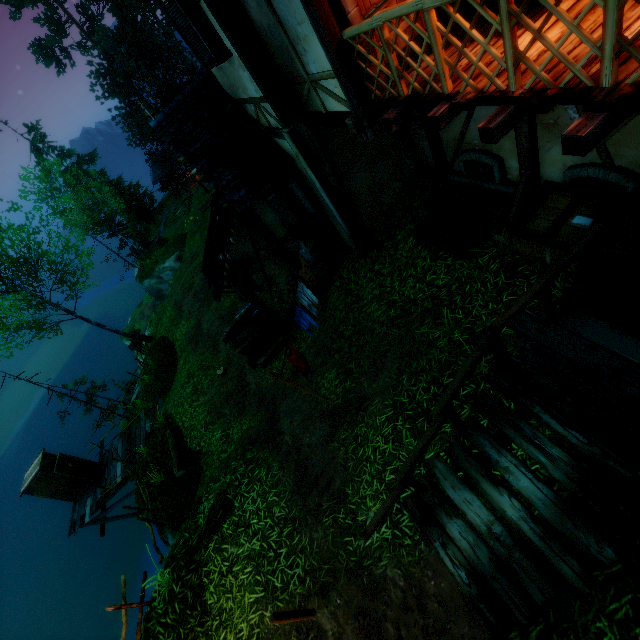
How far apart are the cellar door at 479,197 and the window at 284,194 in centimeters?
306cm

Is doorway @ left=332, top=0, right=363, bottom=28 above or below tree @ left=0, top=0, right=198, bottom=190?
below

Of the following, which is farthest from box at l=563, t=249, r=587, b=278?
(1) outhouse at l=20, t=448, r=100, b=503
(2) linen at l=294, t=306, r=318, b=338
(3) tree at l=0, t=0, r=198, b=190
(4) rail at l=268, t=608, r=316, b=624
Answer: (3) tree at l=0, t=0, r=198, b=190

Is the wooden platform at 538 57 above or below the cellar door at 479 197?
above

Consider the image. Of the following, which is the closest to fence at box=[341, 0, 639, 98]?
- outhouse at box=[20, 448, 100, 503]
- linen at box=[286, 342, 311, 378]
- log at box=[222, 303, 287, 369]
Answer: linen at box=[286, 342, 311, 378]

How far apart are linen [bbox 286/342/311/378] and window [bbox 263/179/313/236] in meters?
3.8

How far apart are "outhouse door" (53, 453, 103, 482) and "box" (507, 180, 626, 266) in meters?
18.7

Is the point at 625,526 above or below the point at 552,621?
above
